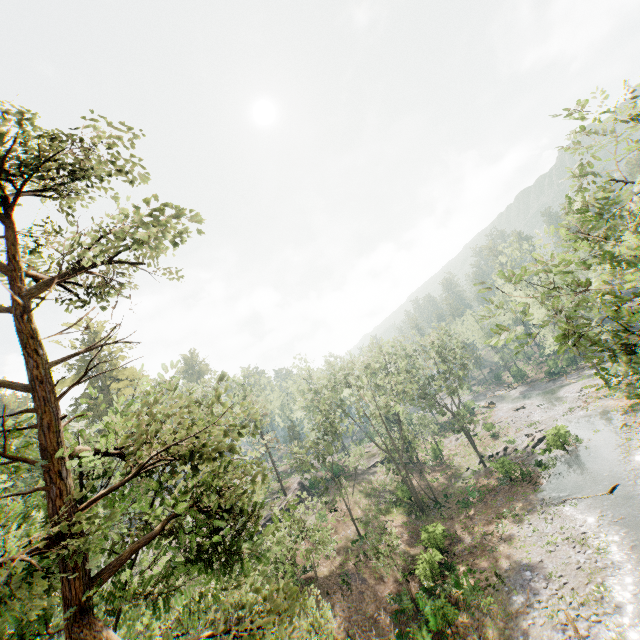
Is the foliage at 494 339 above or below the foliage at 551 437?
above

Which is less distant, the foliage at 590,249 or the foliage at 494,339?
the foliage at 590,249

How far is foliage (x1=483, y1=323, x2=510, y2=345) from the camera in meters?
9.5

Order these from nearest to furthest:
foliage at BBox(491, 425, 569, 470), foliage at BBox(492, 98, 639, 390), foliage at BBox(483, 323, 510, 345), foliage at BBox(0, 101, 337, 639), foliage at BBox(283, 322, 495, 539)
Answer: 1. foliage at BBox(0, 101, 337, 639)
2. foliage at BBox(492, 98, 639, 390)
3. foliage at BBox(483, 323, 510, 345)
4. foliage at BBox(491, 425, 569, 470)
5. foliage at BBox(283, 322, 495, 539)

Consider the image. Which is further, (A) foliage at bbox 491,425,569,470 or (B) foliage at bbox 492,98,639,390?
(A) foliage at bbox 491,425,569,470

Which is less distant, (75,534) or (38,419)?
(75,534)
